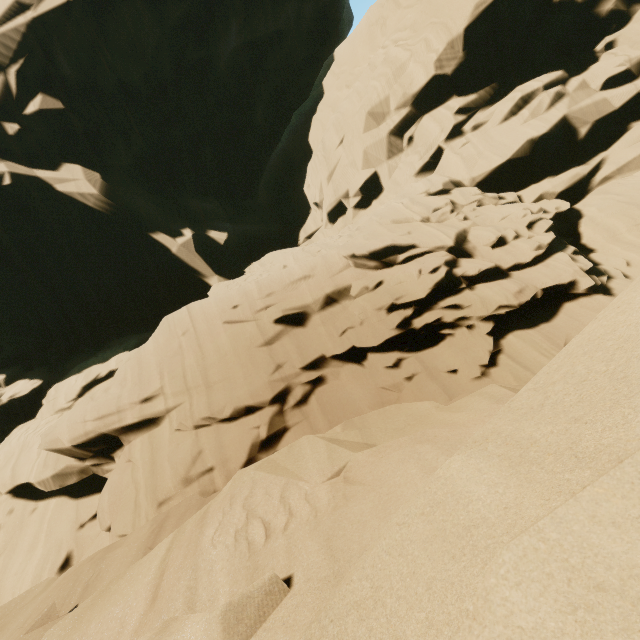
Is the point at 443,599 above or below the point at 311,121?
below
